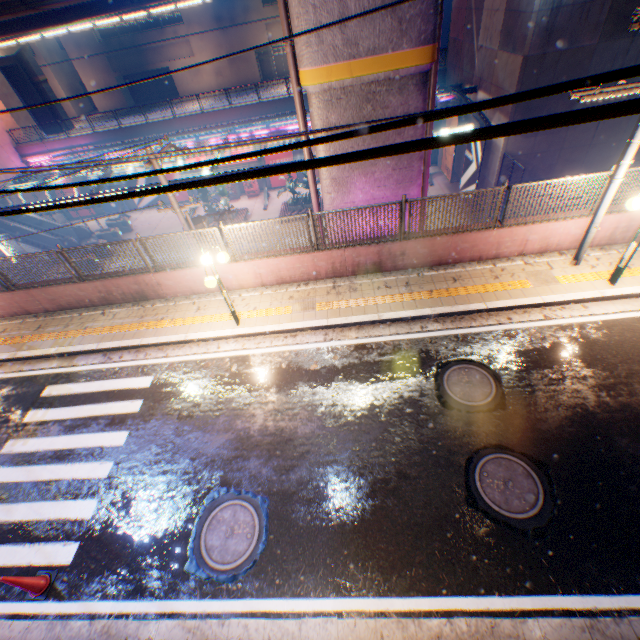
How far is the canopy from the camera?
→ 18.62m

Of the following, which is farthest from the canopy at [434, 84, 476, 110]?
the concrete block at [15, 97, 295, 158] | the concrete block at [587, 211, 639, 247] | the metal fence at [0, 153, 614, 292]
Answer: the concrete block at [587, 211, 639, 247]

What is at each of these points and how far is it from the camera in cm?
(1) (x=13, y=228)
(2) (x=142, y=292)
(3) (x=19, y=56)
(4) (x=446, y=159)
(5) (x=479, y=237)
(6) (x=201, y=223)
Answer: (1) escalator, 2691
(2) concrete block, 1046
(3) overpass support, 3153
(4) billboard, 2419
(5) concrete block, 902
(6) electric pole, 1178

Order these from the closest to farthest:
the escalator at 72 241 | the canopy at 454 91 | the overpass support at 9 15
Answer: the overpass support at 9 15, the canopy at 454 91, the escalator at 72 241

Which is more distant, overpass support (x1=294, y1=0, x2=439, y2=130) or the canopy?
the canopy

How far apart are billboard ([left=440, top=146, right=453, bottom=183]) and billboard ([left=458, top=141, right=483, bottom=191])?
2.0 meters

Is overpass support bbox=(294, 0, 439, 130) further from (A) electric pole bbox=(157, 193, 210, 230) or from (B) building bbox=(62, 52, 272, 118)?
(B) building bbox=(62, 52, 272, 118)

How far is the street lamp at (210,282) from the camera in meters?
7.6
